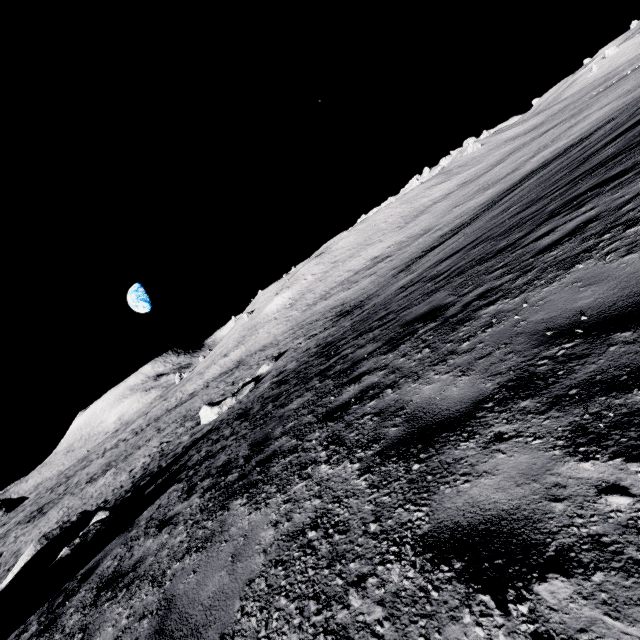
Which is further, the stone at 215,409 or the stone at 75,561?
the stone at 215,409

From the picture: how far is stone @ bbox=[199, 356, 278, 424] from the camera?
22.5m

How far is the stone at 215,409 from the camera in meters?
22.5

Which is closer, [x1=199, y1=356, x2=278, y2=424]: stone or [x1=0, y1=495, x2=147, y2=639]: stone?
[x1=0, y1=495, x2=147, y2=639]: stone

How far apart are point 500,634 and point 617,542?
0.55m

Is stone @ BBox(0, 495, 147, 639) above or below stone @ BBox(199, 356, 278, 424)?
above
